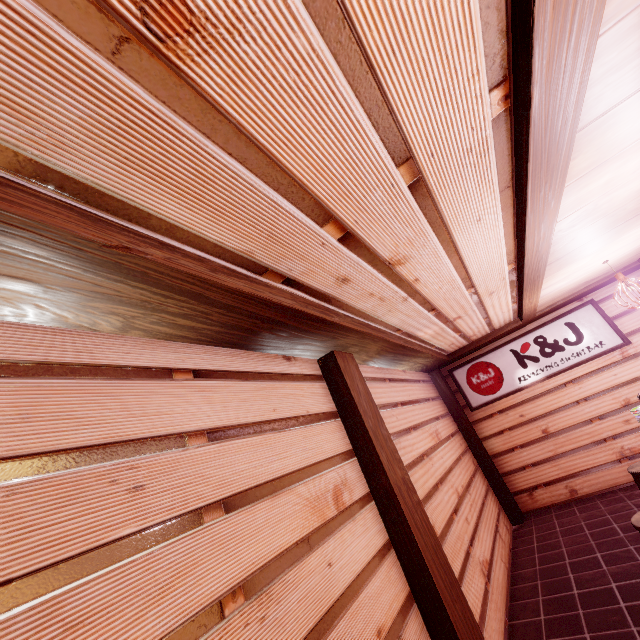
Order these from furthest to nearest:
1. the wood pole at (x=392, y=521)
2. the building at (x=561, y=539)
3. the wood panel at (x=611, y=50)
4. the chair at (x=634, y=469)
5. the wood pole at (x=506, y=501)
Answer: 1. the wood pole at (x=506, y=501)
2. the chair at (x=634, y=469)
3. the building at (x=561, y=539)
4. the wood pole at (x=392, y=521)
5. the wood panel at (x=611, y=50)

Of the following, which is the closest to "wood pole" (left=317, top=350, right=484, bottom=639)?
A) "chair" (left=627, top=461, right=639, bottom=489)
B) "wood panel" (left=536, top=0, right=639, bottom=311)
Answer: "wood panel" (left=536, top=0, right=639, bottom=311)

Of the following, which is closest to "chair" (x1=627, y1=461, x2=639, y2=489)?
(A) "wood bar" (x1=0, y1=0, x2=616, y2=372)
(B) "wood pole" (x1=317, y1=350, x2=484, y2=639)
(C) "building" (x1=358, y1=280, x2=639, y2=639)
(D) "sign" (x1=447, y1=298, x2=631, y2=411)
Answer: (C) "building" (x1=358, y1=280, x2=639, y2=639)

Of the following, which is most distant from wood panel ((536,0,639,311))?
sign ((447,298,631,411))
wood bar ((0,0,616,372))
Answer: sign ((447,298,631,411))

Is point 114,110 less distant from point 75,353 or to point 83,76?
point 83,76

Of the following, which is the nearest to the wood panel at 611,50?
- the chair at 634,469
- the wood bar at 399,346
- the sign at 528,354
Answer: the wood bar at 399,346

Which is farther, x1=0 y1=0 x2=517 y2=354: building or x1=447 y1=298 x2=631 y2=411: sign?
x1=447 y1=298 x2=631 y2=411: sign

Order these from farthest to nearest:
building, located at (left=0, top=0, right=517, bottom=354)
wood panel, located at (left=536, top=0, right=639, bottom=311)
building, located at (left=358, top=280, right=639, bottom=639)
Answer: building, located at (left=358, top=280, right=639, bottom=639), wood panel, located at (left=536, top=0, right=639, bottom=311), building, located at (left=0, top=0, right=517, bottom=354)
